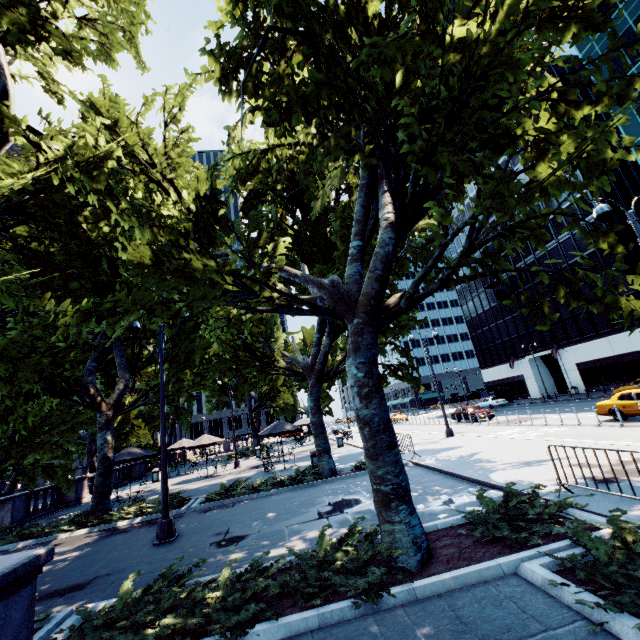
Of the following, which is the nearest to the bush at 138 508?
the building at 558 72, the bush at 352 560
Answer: the bush at 352 560

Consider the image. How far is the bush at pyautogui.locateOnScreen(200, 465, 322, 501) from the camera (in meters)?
13.81

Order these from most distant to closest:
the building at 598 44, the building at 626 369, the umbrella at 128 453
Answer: the building at 626 369, the building at 598 44, the umbrella at 128 453

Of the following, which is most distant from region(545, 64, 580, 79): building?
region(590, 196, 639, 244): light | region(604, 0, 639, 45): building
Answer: region(590, 196, 639, 244): light

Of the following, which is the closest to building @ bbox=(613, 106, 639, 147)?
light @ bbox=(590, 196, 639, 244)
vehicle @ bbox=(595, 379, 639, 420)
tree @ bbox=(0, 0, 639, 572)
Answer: vehicle @ bbox=(595, 379, 639, 420)

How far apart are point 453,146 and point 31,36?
13.9m

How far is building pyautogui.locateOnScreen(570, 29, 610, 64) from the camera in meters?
35.0

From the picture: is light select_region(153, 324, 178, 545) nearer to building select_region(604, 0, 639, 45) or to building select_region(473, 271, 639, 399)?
building select_region(604, 0, 639, 45)
